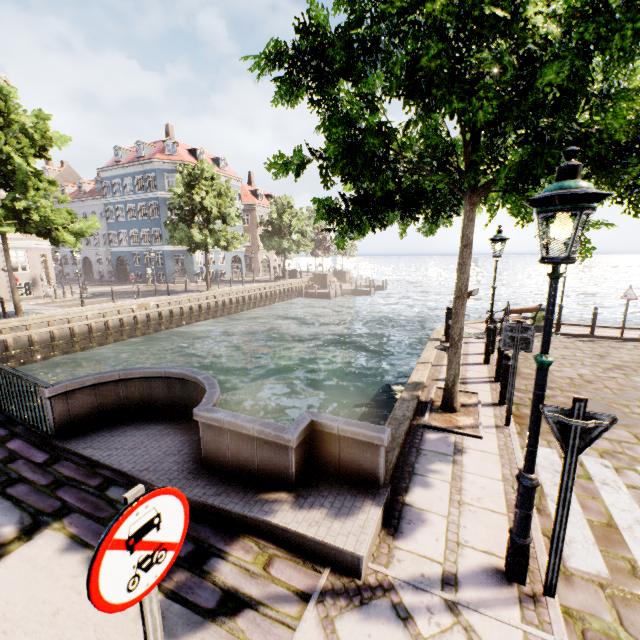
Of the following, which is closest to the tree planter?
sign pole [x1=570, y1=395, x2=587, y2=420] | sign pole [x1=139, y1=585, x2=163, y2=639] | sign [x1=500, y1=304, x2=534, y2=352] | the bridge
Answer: sign [x1=500, y1=304, x2=534, y2=352]

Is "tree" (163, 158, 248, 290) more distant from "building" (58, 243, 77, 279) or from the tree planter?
"building" (58, 243, 77, 279)

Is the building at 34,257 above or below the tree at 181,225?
below

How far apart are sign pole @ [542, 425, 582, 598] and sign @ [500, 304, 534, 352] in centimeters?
328cm

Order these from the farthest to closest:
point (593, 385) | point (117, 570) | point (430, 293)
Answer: point (430, 293)
point (593, 385)
point (117, 570)

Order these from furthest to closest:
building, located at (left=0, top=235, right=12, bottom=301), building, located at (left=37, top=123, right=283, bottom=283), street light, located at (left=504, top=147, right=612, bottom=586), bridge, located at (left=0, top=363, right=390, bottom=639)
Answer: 1. building, located at (left=37, top=123, right=283, bottom=283)
2. building, located at (left=0, top=235, right=12, bottom=301)
3. bridge, located at (left=0, top=363, right=390, bottom=639)
4. street light, located at (left=504, top=147, right=612, bottom=586)

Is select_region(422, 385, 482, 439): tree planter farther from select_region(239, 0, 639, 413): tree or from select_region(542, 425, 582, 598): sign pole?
select_region(542, 425, 582, 598): sign pole

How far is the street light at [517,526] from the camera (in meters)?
2.34
